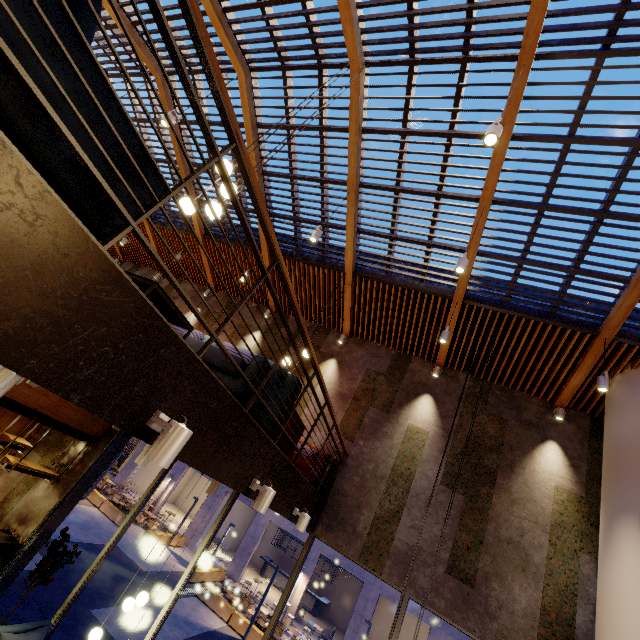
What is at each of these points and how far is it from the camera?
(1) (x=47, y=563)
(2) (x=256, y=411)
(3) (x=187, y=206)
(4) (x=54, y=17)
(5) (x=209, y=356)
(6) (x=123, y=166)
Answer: (1) tree, 6.6m
(2) couch, 3.5m
(3) lamp, 3.6m
(4) couch, 1.2m
(5) couch, 3.4m
(6) couch, 1.6m

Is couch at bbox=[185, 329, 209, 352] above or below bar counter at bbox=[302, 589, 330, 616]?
above

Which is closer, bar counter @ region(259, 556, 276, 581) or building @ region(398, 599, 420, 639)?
building @ region(398, 599, 420, 639)

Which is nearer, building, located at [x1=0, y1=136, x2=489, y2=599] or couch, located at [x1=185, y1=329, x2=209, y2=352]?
building, located at [x1=0, y1=136, x2=489, y2=599]

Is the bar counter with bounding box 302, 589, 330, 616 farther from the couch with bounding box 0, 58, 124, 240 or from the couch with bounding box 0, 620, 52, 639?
the couch with bounding box 0, 58, 124, 240

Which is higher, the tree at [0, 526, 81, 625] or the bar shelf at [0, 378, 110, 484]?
the bar shelf at [0, 378, 110, 484]

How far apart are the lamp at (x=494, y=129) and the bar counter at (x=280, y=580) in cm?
3010

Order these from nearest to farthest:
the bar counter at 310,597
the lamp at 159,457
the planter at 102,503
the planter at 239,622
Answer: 1. the lamp at 159,457
2. the planter at 239,622
3. the planter at 102,503
4. the bar counter at 310,597
